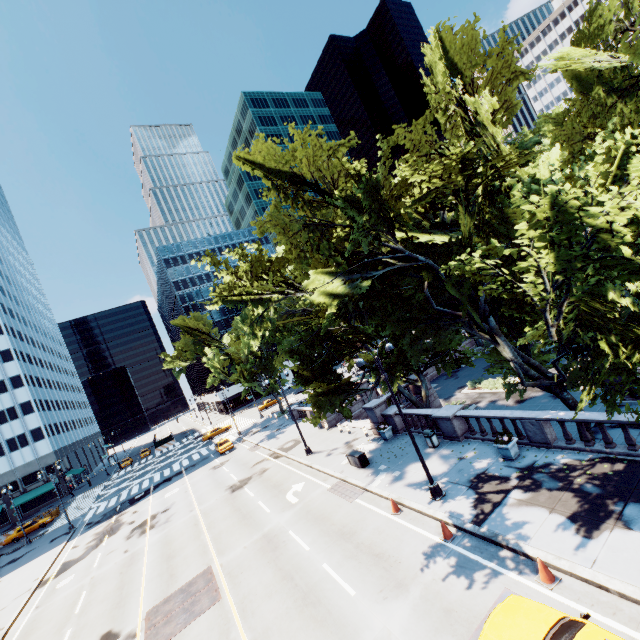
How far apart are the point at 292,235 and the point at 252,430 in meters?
39.5

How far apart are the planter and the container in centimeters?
803cm

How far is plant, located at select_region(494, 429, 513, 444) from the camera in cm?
1480

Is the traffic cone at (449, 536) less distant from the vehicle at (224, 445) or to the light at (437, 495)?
the light at (437, 495)

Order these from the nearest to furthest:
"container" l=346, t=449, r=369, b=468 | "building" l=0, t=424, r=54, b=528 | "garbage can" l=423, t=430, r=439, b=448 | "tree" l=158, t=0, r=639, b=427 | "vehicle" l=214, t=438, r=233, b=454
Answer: "tree" l=158, t=0, r=639, b=427, "garbage can" l=423, t=430, r=439, b=448, "container" l=346, t=449, r=369, b=468, "vehicle" l=214, t=438, r=233, b=454, "building" l=0, t=424, r=54, b=528

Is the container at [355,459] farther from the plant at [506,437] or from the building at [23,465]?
the building at [23,465]

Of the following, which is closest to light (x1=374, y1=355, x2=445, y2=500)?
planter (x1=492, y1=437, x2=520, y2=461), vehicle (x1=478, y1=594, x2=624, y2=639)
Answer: planter (x1=492, y1=437, x2=520, y2=461)

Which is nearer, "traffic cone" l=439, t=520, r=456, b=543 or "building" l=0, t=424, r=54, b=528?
"traffic cone" l=439, t=520, r=456, b=543
